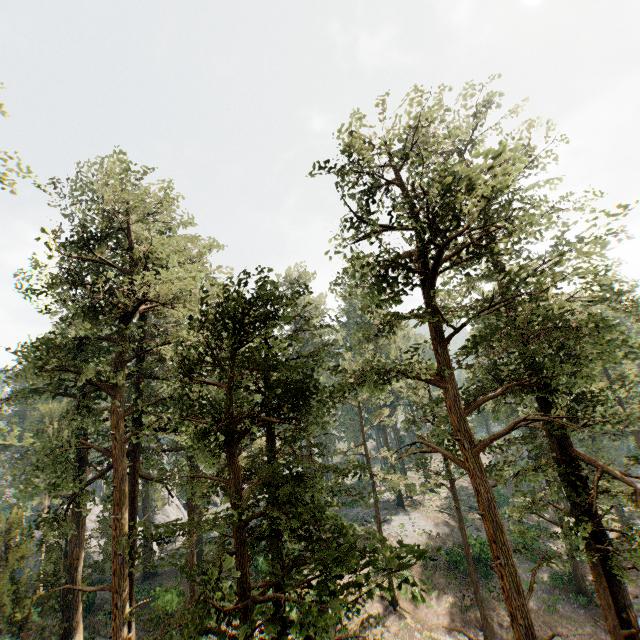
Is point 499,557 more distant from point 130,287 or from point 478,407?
point 130,287

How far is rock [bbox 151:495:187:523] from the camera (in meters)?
46.69

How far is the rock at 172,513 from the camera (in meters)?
46.69

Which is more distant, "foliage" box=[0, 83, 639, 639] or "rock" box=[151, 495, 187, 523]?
"rock" box=[151, 495, 187, 523]

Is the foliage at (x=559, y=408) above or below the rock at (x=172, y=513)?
above

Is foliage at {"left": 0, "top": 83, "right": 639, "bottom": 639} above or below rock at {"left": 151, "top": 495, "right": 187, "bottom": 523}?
above
